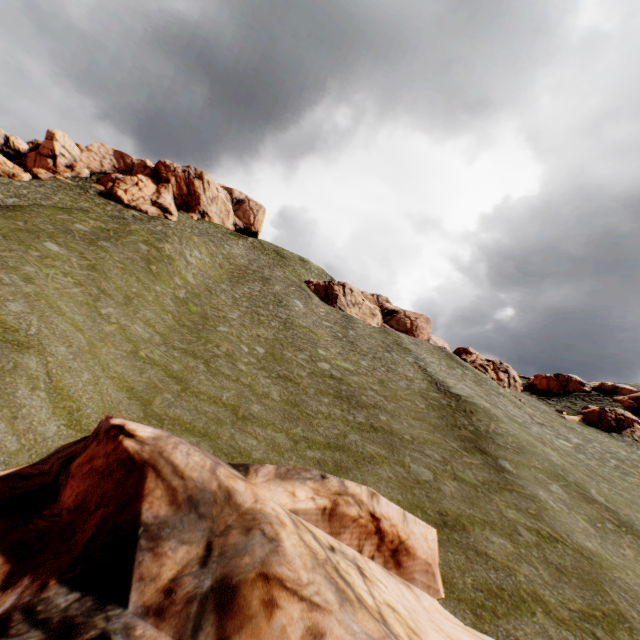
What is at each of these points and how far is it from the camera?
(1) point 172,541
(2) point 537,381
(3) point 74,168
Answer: (1) rock, 5.7 meters
(2) rock, 59.0 meters
(3) rock, 59.7 meters

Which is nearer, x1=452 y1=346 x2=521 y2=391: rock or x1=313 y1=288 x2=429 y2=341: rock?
x1=452 y1=346 x2=521 y2=391: rock

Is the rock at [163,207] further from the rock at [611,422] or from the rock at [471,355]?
the rock at [471,355]

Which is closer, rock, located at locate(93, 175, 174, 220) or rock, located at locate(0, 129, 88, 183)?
rock, located at locate(0, 129, 88, 183)

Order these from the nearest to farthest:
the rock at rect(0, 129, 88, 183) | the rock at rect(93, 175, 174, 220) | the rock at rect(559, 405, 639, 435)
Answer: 1. the rock at rect(559, 405, 639, 435)
2. the rock at rect(0, 129, 88, 183)
3. the rock at rect(93, 175, 174, 220)

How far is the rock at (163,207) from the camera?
56.3m

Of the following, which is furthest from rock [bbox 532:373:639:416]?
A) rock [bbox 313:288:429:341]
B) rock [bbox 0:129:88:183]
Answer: rock [bbox 0:129:88:183]

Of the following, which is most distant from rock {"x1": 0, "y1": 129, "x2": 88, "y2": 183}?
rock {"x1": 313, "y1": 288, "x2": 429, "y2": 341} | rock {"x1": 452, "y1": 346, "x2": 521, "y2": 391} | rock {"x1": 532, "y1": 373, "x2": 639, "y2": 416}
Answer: rock {"x1": 452, "y1": 346, "x2": 521, "y2": 391}
